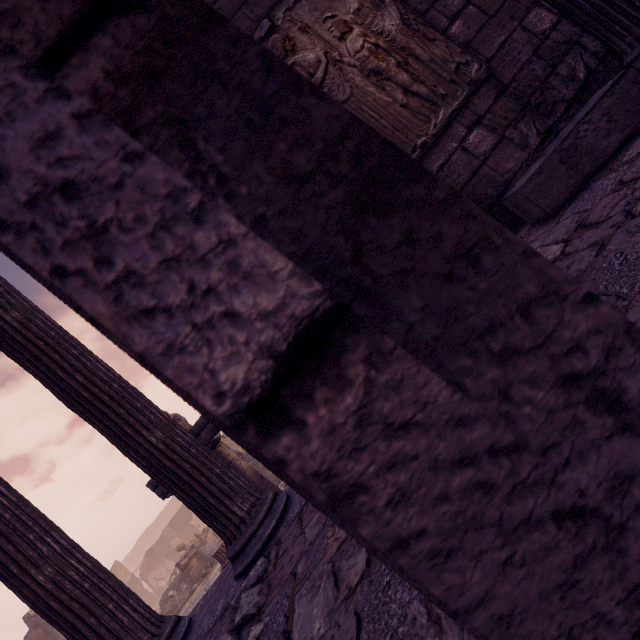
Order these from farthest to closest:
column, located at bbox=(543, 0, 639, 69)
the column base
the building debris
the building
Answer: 1. the building debris
2. the column base
3. column, located at bbox=(543, 0, 639, 69)
4. the building

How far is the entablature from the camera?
7.44m

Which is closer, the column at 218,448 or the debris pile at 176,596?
the column at 218,448

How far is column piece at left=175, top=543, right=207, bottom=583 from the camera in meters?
13.8

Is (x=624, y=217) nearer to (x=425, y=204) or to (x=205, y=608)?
(x=425, y=204)

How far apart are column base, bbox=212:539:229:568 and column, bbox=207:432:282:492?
4.5 meters

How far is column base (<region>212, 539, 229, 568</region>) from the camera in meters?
10.4

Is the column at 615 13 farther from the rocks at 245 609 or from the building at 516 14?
the rocks at 245 609
